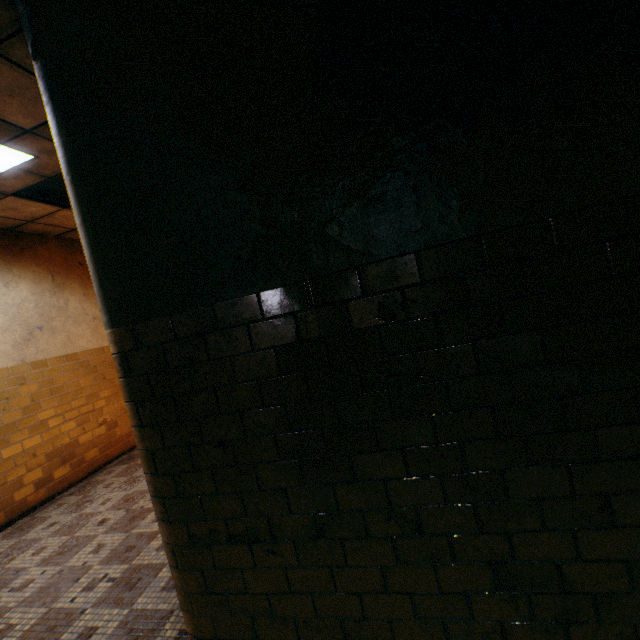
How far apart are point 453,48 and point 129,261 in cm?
183
